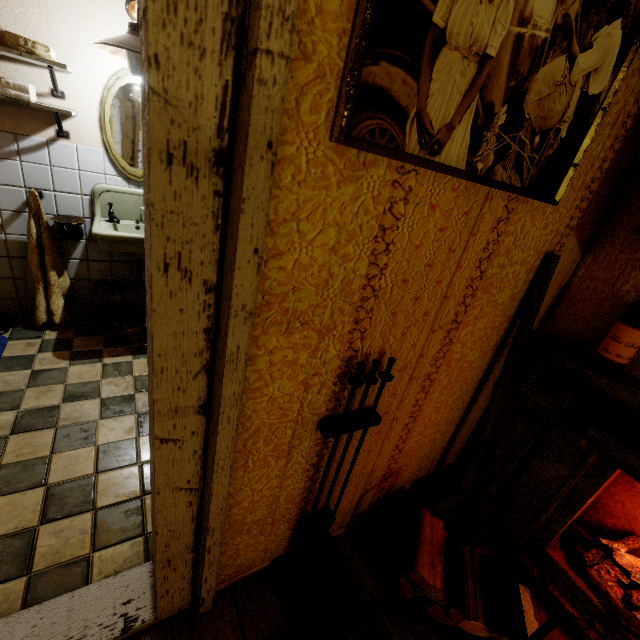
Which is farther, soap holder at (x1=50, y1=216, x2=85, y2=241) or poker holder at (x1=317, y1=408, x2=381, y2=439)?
soap holder at (x1=50, y1=216, x2=85, y2=241)

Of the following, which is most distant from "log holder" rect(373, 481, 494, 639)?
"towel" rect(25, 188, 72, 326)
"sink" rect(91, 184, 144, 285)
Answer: "towel" rect(25, 188, 72, 326)

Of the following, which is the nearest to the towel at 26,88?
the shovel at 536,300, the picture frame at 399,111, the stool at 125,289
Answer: the stool at 125,289

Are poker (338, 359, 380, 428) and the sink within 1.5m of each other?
no

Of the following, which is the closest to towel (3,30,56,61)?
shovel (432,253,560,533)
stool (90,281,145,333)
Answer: stool (90,281,145,333)

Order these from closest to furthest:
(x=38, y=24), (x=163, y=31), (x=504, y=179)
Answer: (x=163, y=31), (x=504, y=179), (x=38, y=24)

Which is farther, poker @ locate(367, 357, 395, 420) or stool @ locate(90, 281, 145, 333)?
stool @ locate(90, 281, 145, 333)

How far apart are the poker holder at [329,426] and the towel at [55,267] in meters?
2.7 m
